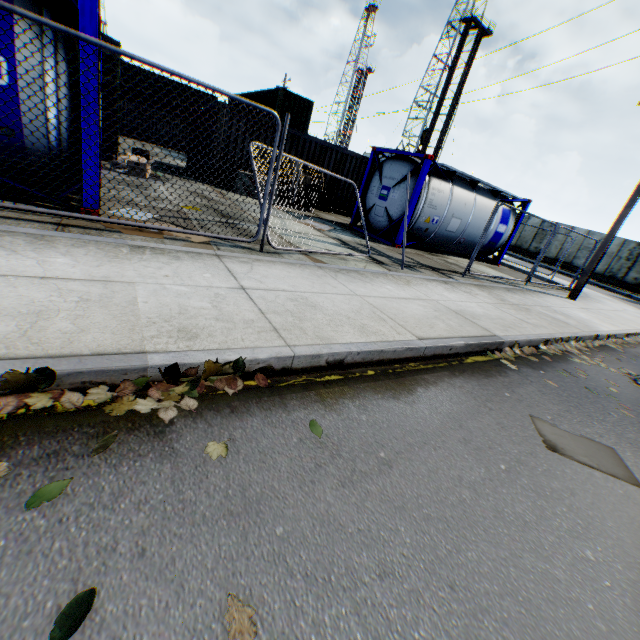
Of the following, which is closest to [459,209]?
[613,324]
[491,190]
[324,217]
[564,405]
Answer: [491,190]

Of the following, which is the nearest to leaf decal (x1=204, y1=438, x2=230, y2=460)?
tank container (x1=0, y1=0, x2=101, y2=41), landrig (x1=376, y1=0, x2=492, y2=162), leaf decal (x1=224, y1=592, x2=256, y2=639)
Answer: leaf decal (x1=224, y1=592, x2=256, y2=639)

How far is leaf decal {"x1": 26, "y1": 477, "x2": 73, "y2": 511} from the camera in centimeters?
146cm

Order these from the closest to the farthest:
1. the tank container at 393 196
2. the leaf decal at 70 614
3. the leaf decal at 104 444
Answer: the leaf decal at 70 614 < the leaf decal at 104 444 < the tank container at 393 196

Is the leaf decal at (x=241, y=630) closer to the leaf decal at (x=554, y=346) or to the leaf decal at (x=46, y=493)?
the leaf decal at (x=46, y=493)

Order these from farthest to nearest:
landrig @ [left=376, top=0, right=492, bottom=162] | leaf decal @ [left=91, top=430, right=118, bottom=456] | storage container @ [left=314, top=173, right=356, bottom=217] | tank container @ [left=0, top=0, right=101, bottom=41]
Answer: landrig @ [left=376, top=0, right=492, bottom=162]
storage container @ [left=314, top=173, right=356, bottom=217]
tank container @ [left=0, top=0, right=101, bottom=41]
leaf decal @ [left=91, top=430, right=118, bottom=456]

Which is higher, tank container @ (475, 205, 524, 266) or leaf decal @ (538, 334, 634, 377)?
tank container @ (475, 205, 524, 266)

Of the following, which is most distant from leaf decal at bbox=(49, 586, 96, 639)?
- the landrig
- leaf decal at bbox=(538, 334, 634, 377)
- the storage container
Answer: the landrig
